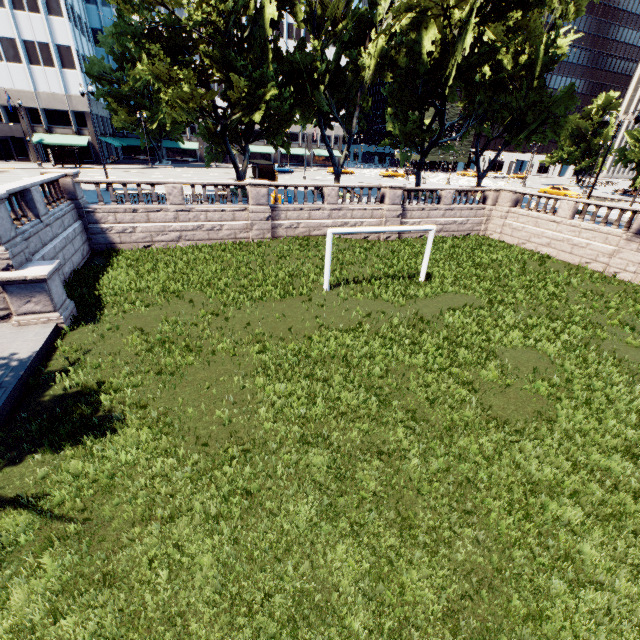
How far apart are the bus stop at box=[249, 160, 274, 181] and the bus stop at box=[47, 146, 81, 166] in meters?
25.5

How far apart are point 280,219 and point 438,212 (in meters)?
13.38

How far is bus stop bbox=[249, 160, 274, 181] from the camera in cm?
3691

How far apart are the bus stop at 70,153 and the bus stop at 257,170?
25.5 meters

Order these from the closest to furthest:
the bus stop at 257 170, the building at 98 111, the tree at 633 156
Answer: the bus stop at 257 170, the tree at 633 156, the building at 98 111

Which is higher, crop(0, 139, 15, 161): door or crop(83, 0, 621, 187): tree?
crop(83, 0, 621, 187): tree

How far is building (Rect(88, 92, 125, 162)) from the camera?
49.7 meters

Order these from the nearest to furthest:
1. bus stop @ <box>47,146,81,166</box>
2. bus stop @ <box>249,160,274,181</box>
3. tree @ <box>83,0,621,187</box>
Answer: tree @ <box>83,0,621,187</box>
bus stop @ <box>249,160,274,181</box>
bus stop @ <box>47,146,81,166</box>
